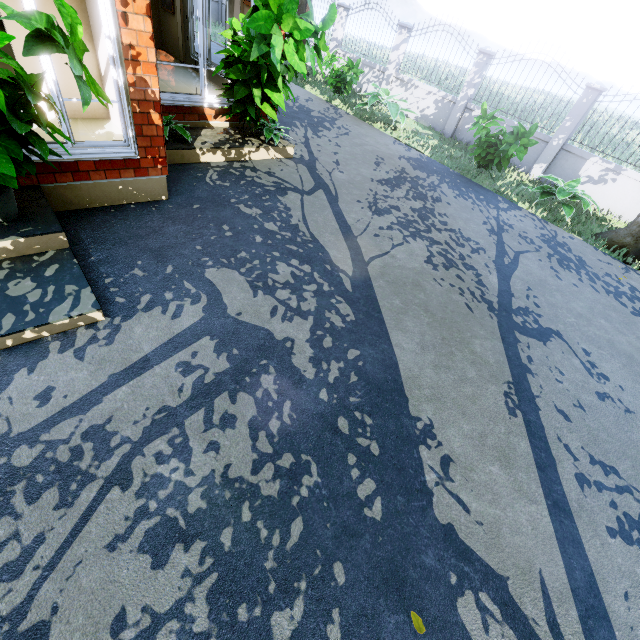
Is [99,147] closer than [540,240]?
Yes

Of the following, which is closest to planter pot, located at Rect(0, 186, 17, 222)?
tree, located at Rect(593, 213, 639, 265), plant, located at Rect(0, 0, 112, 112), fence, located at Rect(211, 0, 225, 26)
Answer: plant, located at Rect(0, 0, 112, 112)

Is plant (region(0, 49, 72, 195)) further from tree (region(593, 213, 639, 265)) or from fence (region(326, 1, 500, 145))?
fence (region(326, 1, 500, 145))

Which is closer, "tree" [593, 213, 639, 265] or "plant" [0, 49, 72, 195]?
"plant" [0, 49, 72, 195]

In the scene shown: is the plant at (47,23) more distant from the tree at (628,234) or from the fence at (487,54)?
the fence at (487,54)

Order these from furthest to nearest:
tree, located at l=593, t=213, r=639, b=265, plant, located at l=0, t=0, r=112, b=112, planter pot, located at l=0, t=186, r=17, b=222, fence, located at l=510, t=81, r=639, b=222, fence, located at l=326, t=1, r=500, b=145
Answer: fence, located at l=326, t=1, r=500, b=145
fence, located at l=510, t=81, r=639, b=222
tree, located at l=593, t=213, r=639, b=265
planter pot, located at l=0, t=186, r=17, b=222
plant, located at l=0, t=0, r=112, b=112

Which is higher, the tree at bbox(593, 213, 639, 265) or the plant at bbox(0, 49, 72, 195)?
the plant at bbox(0, 49, 72, 195)

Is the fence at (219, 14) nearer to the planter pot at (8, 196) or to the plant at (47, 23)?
the plant at (47, 23)
